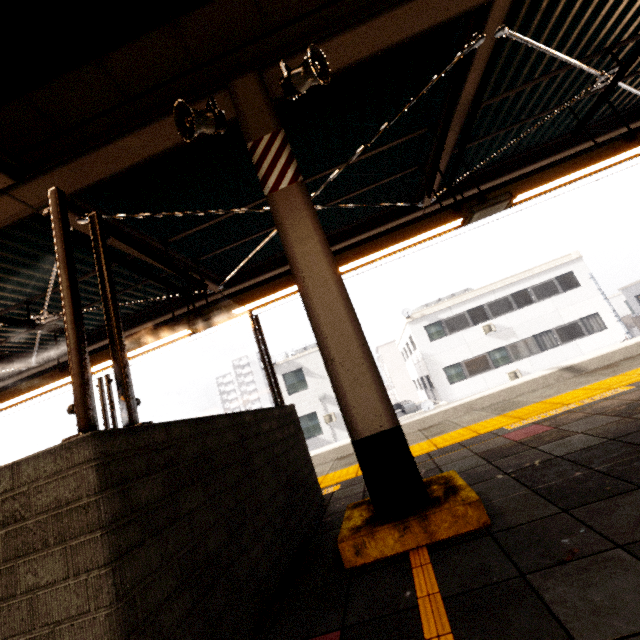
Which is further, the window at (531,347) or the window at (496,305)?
the window at (496,305)

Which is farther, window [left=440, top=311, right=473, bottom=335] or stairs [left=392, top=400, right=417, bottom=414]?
window [left=440, top=311, right=473, bottom=335]

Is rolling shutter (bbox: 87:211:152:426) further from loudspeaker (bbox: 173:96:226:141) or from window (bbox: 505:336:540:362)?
window (bbox: 505:336:540:362)

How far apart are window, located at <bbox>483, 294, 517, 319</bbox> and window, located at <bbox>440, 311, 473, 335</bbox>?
1.1 meters

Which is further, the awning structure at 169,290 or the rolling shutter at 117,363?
the awning structure at 169,290

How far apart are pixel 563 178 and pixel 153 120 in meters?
5.6

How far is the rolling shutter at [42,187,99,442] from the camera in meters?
1.1

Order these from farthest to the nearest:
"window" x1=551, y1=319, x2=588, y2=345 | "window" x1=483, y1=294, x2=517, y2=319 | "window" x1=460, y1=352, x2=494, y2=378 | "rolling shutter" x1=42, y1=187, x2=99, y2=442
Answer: "window" x1=483, y1=294, x2=517, y2=319
"window" x1=460, y1=352, x2=494, y2=378
"window" x1=551, y1=319, x2=588, y2=345
"rolling shutter" x1=42, y1=187, x2=99, y2=442
